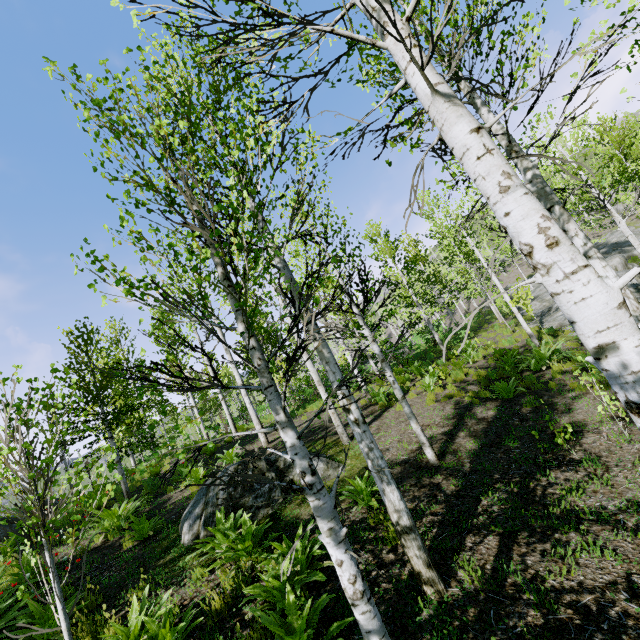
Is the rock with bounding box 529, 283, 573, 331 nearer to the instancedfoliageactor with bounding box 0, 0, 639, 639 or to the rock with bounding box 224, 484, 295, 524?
the instancedfoliageactor with bounding box 0, 0, 639, 639

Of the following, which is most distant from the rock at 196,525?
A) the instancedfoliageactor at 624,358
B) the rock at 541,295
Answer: the rock at 541,295

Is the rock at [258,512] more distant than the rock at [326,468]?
No

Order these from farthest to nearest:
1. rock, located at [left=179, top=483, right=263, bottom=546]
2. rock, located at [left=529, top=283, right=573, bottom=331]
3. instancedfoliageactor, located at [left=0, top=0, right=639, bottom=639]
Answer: rock, located at [left=529, top=283, right=573, bottom=331] < rock, located at [left=179, top=483, right=263, bottom=546] < instancedfoliageactor, located at [left=0, top=0, right=639, bottom=639]

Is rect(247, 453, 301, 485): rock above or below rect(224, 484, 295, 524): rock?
above

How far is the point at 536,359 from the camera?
10.4 meters

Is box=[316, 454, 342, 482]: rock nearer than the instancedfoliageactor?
No
